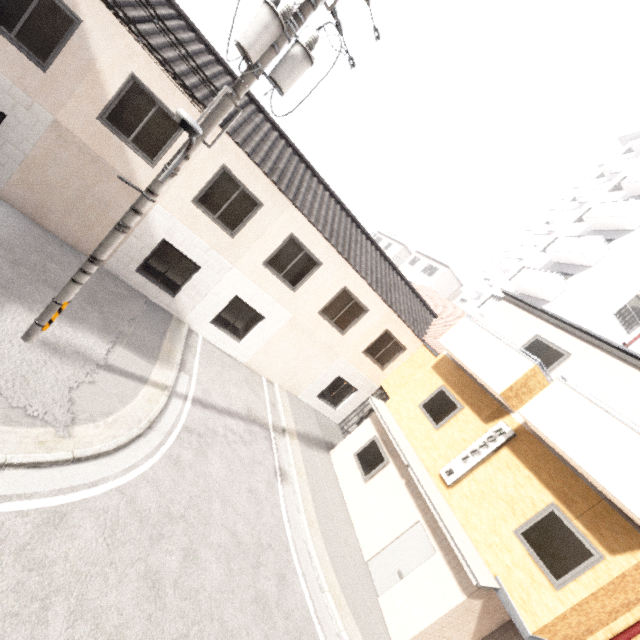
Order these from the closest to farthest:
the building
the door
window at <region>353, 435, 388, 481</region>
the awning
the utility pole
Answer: the utility pole
the awning
the door
window at <region>353, 435, 388, 481</region>
the building

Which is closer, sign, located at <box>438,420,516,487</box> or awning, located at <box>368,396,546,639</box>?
awning, located at <box>368,396,546,639</box>

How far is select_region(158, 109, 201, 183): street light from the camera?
3.74m

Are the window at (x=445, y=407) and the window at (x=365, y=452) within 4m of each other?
yes

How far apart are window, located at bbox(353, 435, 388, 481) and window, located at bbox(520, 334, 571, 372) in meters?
5.0

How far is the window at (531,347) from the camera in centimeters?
902cm

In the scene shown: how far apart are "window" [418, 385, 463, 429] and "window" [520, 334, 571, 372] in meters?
2.0 m

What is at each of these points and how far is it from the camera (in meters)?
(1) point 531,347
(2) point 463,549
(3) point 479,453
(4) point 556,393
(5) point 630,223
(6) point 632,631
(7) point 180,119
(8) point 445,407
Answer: (1) window, 9.77
(2) awning, 7.51
(3) sign, 8.91
(4) balcony, 7.68
(5) building, 18.55
(6) pipe, 7.29
(7) street light, 3.74
(8) window, 10.62
